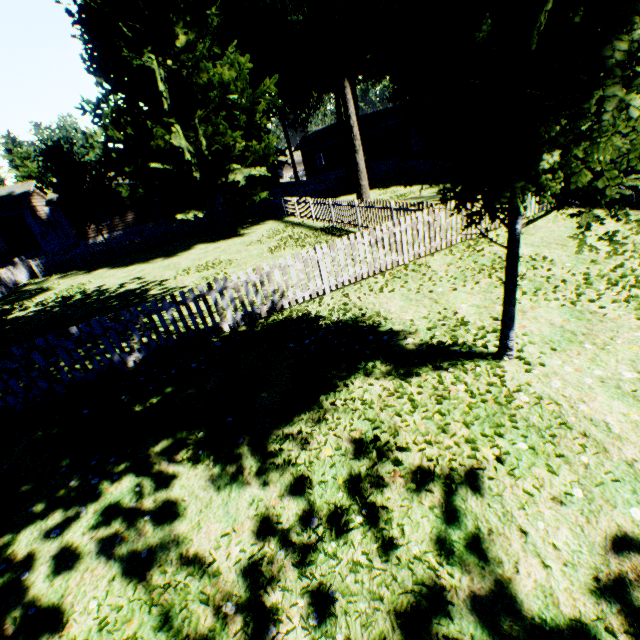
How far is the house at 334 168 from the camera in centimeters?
4084cm

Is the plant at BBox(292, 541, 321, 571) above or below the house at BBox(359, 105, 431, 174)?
below

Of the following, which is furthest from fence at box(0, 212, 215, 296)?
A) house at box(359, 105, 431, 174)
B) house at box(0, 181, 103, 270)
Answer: house at box(359, 105, 431, 174)

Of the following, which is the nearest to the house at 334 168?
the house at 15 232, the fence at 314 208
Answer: the fence at 314 208

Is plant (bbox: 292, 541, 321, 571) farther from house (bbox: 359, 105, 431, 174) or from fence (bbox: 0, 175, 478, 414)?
house (bbox: 359, 105, 431, 174)

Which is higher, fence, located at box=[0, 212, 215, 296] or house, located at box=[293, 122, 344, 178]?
house, located at box=[293, 122, 344, 178]

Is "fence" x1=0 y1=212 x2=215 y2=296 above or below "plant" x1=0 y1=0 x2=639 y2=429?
below

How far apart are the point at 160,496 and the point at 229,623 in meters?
2.0 m
